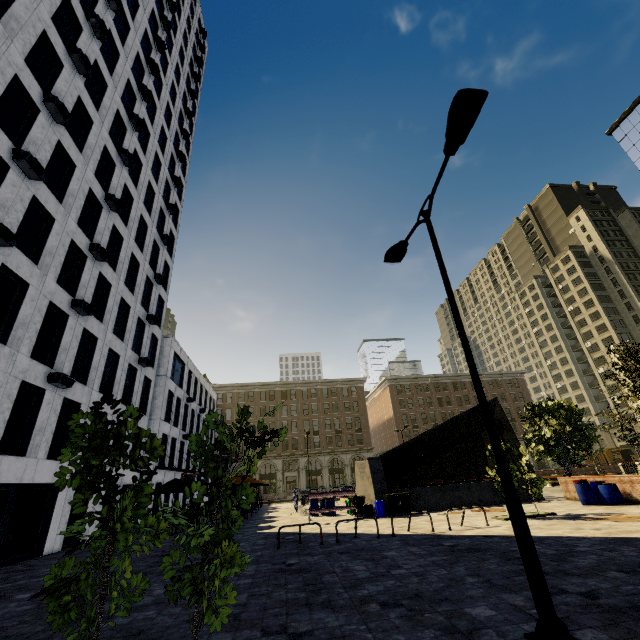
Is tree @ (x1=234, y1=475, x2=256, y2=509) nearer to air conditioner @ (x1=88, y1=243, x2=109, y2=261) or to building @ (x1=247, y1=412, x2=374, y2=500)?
building @ (x1=247, y1=412, x2=374, y2=500)

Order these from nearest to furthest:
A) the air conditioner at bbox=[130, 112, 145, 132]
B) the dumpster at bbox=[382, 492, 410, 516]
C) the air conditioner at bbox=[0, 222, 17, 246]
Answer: the air conditioner at bbox=[0, 222, 17, 246]
the dumpster at bbox=[382, 492, 410, 516]
the air conditioner at bbox=[130, 112, 145, 132]

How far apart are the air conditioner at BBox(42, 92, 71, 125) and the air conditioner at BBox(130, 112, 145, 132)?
9.2 meters

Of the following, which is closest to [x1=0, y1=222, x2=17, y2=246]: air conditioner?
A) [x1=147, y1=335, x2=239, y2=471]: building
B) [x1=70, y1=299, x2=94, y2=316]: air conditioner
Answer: [x1=70, y1=299, x2=94, y2=316]: air conditioner

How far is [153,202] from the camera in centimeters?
2903cm

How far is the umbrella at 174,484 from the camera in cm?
1829

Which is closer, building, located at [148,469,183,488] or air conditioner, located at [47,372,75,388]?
air conditioner, located at [47,372,75,388]

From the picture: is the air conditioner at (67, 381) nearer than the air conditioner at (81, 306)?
Yes
